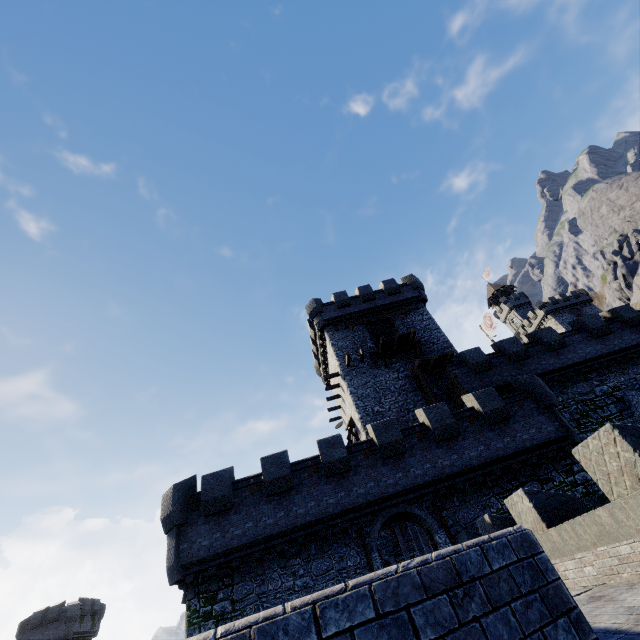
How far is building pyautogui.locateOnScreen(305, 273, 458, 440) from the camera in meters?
23.8 m

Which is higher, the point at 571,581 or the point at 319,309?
the point at 319,309

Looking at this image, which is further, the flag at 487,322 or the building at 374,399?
the flag at 487,322

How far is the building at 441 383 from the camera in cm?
2352

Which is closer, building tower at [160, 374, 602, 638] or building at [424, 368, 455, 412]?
building tower at [160, 374, 602, 638]

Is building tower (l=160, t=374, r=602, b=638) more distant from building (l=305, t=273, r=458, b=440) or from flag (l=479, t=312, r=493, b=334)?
flag (l=479, t=312, r=493, b=334)

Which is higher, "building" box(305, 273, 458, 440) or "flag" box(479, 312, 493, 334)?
"flag" box(479, 312, 493, 334)

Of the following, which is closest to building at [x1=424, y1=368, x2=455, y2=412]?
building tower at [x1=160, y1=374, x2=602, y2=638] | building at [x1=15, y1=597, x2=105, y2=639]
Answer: building tower at [x1=160, y1=374, x2=602, y2=638]
